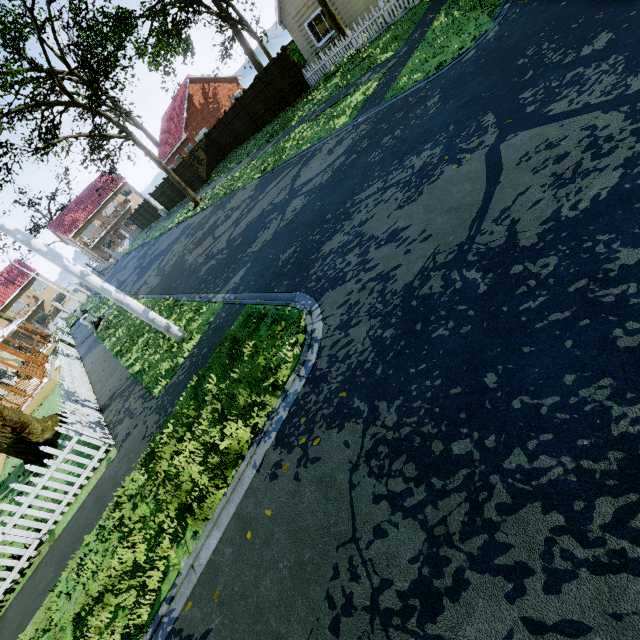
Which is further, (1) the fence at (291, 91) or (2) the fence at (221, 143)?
(2) the fence at (221, 143)

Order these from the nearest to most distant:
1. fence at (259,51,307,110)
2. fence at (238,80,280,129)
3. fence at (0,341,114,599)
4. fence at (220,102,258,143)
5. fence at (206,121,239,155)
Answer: fence at (0,341,114,599) < fence at (259,51,307,110) < fence at (238,80,280,129) < fence at (220,102,258,143) < fence at (206,121,239,155)

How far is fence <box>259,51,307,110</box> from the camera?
18.5 meters

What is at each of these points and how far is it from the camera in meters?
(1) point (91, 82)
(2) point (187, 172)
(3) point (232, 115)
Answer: (1) tree, 19.1
(2) fence, 27.8
(3) fence, 23.7

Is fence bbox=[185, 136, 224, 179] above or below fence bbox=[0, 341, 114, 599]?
above

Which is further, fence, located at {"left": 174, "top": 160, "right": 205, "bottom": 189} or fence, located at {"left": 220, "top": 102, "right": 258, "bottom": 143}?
fence, located at {"left": 174, "top": 160, "right": 205, "bottom": 189}

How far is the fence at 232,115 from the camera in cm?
2322
